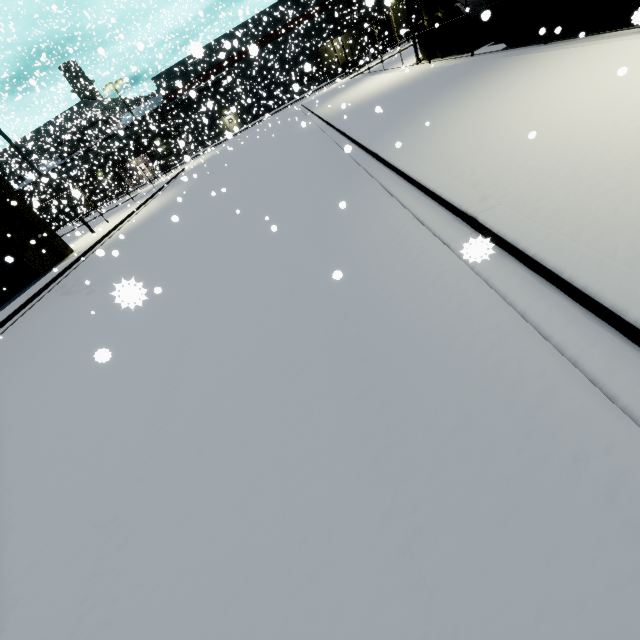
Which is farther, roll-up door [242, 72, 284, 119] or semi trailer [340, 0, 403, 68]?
semi trailer [340, 0, 403, 68]

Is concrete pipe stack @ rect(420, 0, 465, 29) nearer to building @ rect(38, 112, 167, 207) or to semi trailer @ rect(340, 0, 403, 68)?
building @ rect(38, 112, 167, 207)

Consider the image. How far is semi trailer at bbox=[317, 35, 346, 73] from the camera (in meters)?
37.81

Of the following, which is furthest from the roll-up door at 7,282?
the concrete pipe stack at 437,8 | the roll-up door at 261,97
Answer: the roll-up door at 261,97

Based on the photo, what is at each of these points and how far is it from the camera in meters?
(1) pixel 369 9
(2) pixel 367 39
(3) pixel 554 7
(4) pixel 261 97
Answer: (1) building, 33.3 m
(2) semi trailer, 41.3 m
(3) concrete pipe stack, 10.0 m
(4) roll-up door, 50.8 m

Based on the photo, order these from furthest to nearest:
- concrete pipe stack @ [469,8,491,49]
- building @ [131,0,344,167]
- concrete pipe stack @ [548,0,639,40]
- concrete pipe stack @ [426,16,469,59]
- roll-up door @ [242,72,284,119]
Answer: roll-up door @ [242,72,284,119] → building @ [131,0,344,167] → concrete pipe stack @ [426,16,469,59] → concrete pipe stack @ [469,8,491,49] → concrete pipe stack @ [548,0,639,40]

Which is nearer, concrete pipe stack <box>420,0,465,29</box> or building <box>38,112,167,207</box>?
concrete pipe stack <box>420,0,465,29</box>

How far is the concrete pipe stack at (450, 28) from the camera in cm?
1520
